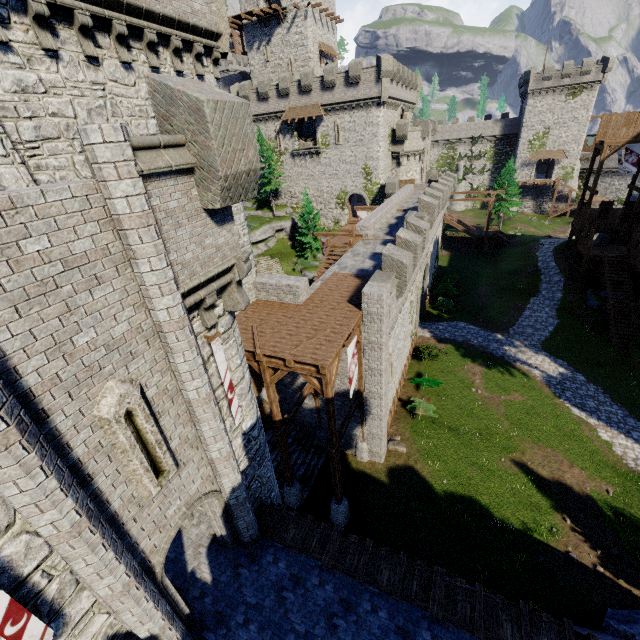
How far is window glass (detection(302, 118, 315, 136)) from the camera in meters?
41.3 m

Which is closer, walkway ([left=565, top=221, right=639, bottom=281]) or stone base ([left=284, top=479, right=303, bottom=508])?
stone base ([left=284, top=479, right=303, bottom=508])

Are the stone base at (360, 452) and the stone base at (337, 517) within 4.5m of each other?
yes

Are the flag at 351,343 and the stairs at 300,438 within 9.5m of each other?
yes

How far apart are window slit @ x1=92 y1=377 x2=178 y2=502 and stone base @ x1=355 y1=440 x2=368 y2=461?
12.7m

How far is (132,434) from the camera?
6.0m

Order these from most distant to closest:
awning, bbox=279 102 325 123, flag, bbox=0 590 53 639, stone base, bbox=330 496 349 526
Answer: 1. awning, bbox=279 102 325 123
2. stone base, bbox=330 496 349 526
3. flag, bbox=0 590 53 639

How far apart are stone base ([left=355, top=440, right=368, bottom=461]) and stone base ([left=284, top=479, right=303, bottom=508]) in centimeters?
362cm
